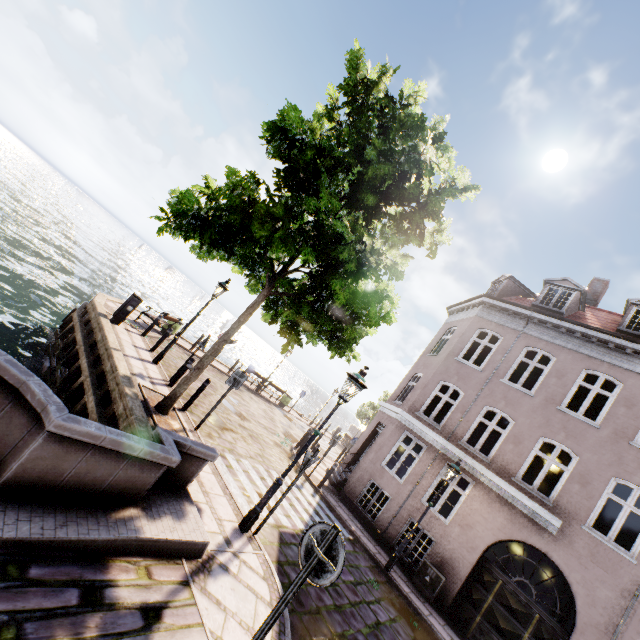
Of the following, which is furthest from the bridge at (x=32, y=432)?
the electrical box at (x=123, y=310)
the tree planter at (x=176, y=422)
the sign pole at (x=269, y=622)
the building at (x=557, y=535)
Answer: the building at (x=557, y=535)

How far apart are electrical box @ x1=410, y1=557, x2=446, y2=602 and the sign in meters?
9.7 m

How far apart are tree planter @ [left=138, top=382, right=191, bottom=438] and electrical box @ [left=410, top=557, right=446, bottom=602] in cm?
864

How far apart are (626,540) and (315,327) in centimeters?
1778cm

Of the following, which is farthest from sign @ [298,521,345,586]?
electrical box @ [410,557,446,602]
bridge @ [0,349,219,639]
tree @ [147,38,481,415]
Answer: electrical box @ [410,557,446,602]

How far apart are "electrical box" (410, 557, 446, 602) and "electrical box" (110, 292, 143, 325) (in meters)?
13.33

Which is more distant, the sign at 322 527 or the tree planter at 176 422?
the tree planter at 176 422

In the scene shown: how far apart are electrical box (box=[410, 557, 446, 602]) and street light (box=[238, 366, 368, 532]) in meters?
7.6 m
